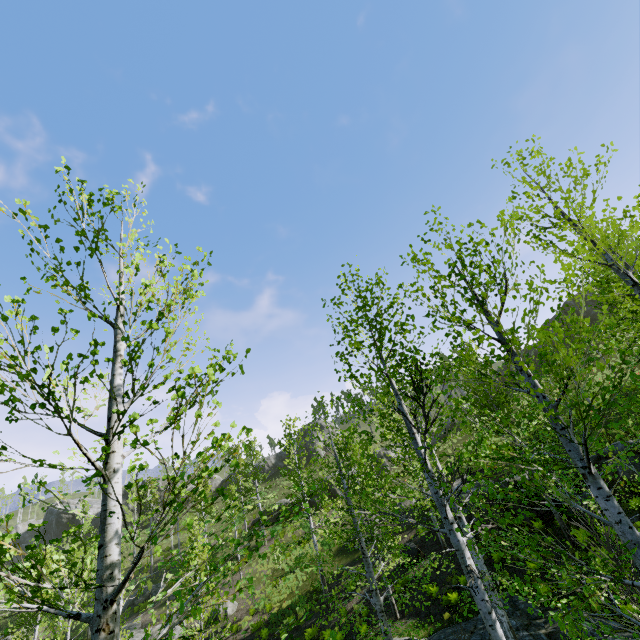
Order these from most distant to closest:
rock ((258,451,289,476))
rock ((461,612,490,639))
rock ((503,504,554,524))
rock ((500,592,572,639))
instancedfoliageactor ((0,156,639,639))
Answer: rock ((258,451,289,476)) → rock ((503,504,554,524)) → rock ((461,612,490,639)) → rock ((500,592,572,639)) → instancedfoliageactor ((0,156,639,639))

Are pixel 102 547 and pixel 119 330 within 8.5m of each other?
yes

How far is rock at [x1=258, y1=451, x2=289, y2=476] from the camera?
53.2 meters

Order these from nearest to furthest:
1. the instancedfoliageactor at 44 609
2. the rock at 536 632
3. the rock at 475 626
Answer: the instancedfoliageactor at 44 609
the rock at 536 632
the rock at 475 626

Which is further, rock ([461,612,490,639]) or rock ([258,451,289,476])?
rock ([258,451,289,476])

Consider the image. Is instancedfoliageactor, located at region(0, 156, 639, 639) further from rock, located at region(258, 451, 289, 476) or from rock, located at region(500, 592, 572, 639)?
rock, located at region(258, 451, 289, 476)

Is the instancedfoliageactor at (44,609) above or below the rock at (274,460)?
below

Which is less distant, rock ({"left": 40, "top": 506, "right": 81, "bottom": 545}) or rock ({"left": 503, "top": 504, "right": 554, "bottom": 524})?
rock ({"left": 503, "top": 504, "right": 554, "bottom": 524})
